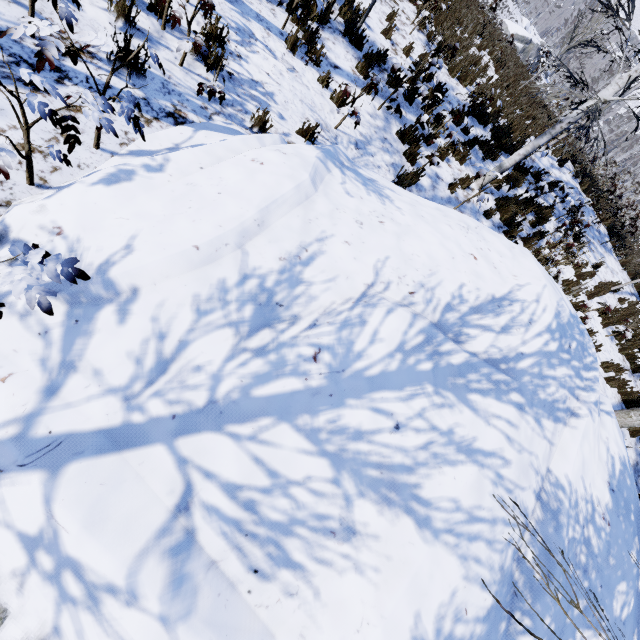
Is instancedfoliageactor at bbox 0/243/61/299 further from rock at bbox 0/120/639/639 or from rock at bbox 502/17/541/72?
rock at bbox 502/17/541/72

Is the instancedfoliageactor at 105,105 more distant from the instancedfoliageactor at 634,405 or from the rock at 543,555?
the instancedfoliageactor at 634,405

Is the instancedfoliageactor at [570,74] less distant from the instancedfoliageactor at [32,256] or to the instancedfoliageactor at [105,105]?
the instancedfoliageactor at [105,105]

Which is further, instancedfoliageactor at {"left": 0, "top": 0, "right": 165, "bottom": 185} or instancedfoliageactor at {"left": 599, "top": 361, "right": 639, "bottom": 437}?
instancedfoliageactor at {"left": 599, "top": 361, "right": 639, "bottom": 437}

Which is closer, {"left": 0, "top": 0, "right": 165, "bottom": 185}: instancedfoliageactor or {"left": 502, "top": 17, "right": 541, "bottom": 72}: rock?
{"left": 0, "top": 0, "right": 165, "bottom": 185}: instancedfoliageactor

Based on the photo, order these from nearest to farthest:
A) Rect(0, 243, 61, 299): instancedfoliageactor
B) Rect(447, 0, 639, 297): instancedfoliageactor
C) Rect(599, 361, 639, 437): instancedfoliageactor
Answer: Rect(0, 243, 61, 299): instancedfoliageactor, Rect(447, 0, 639, 297): instancedfoliageactor, Rect(599, 361, 639, 437): instancedfoliageactor

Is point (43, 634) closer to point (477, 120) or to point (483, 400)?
point (483, 400)

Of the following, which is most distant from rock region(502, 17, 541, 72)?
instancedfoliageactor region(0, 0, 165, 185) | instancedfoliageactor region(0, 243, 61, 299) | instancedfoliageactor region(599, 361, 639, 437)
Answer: instancedfoliageactor region(0, 243, 61, 299)
